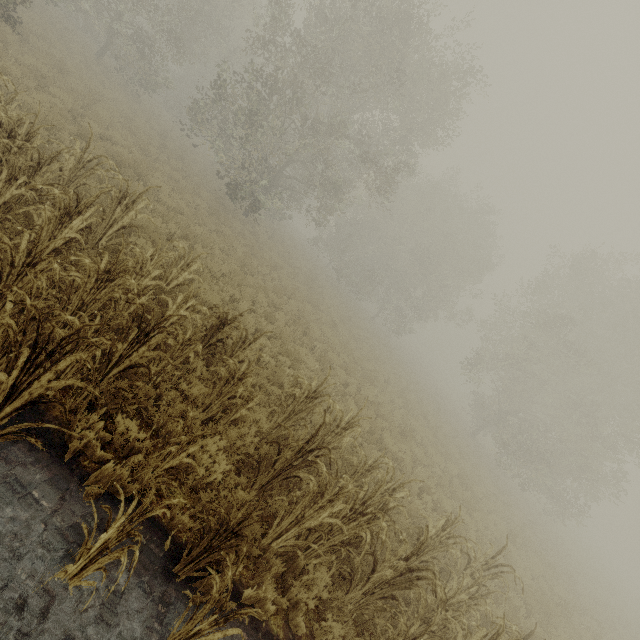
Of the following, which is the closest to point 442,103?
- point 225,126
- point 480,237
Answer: point 480,237
